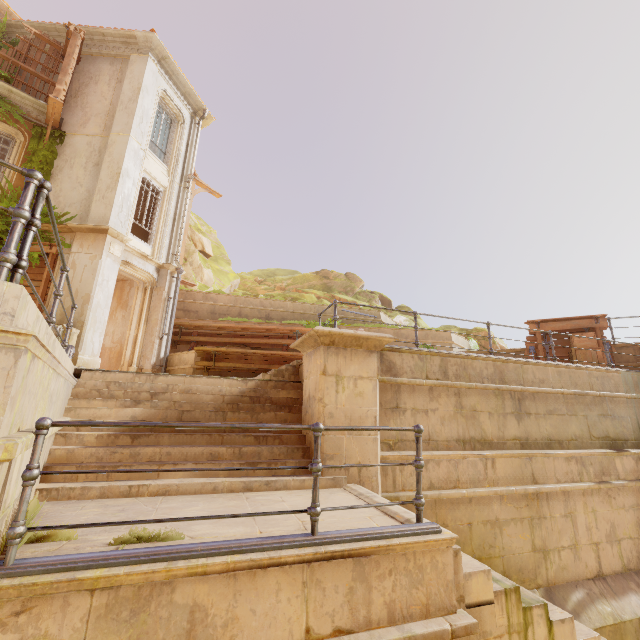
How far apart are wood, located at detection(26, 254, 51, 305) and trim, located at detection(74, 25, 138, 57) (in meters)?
8.29

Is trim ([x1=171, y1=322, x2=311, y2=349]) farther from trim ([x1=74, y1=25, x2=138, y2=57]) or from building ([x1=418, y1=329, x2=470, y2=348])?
trim ([x1=74, y1=25, x2=138, y2=57])

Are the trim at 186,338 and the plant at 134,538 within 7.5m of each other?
no

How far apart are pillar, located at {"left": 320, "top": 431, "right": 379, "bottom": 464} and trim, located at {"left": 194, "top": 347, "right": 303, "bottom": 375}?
3.8m

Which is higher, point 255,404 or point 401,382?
point 401,382

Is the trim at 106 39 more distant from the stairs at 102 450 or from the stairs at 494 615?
the stairs at 494 615

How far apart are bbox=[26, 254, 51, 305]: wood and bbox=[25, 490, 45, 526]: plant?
8.2 meters

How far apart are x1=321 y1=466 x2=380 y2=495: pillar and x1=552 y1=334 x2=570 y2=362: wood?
7.13m
